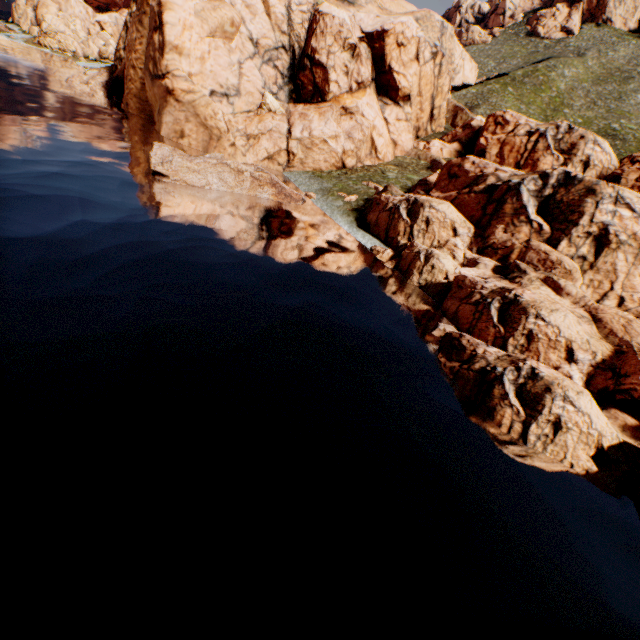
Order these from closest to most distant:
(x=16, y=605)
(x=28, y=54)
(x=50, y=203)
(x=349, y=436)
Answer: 1. (x=16, y=605)
2. (x=349, y=436)
3. (x=50, y=203)
4. (x=28, y=54)
